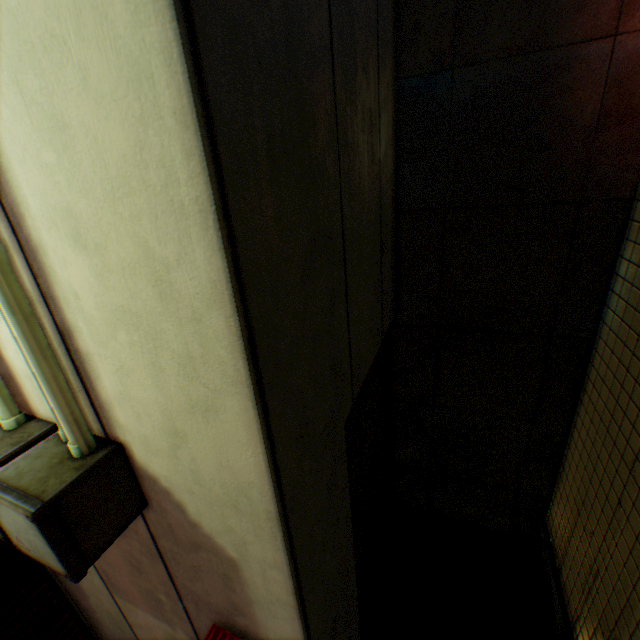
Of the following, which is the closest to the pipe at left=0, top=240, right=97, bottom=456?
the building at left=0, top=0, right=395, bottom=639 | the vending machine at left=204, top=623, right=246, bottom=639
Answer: the building at left=0, top=0, right=395, bottom=639

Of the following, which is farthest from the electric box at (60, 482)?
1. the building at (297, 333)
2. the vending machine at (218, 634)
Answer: the vending machine at (218, 634)

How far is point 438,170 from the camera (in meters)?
2.78

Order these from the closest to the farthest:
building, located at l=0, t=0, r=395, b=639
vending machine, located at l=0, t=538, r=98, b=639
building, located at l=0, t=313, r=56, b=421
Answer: building, located at l=0, t=0, r=395, b=639, building, located at l=0, t=313, r=56, b=421, vending machine, located at l=0, t=538, r=98, b=639

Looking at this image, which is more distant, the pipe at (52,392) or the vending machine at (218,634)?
the vending machine at (218,634)

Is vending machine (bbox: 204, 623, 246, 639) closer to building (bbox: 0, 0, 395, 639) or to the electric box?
building (bbox: 0, 0, 395, 639)

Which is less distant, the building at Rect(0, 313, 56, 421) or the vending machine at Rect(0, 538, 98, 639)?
the building at Rect(0, 313, 56, 421)

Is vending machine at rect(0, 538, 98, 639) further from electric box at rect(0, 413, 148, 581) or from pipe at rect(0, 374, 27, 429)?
electric box at rect(0, 413, 148, 581)
